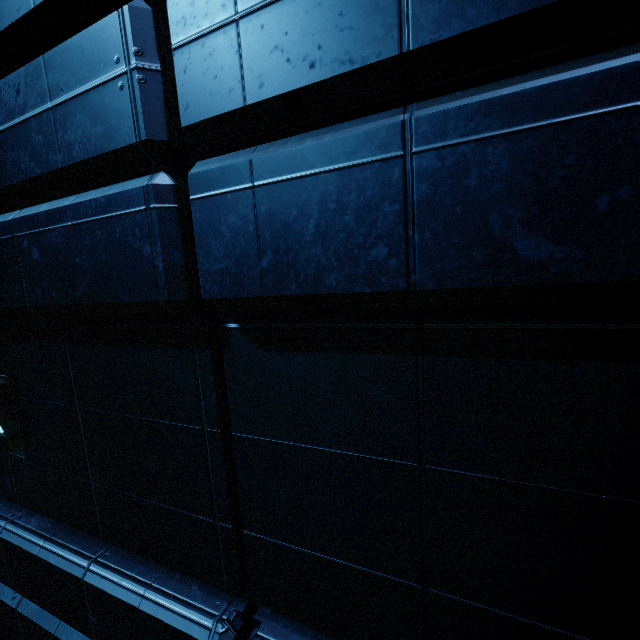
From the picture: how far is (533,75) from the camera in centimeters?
115cm
